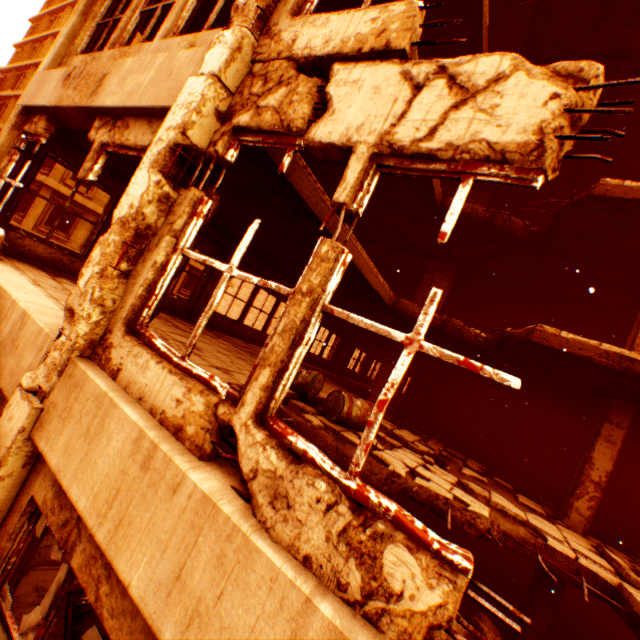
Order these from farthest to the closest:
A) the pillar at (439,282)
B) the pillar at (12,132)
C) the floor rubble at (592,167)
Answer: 1. the pillar at (439,282)
2. the floor rubble at (592,167)
3. the pillar at (12,132)

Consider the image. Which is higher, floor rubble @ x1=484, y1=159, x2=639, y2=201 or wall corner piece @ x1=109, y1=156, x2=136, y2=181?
floor rubble @ x1=484, y1=159, x2=639, y2=201

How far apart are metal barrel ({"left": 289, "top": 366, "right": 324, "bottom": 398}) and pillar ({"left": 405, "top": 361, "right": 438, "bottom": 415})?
10.5 meters

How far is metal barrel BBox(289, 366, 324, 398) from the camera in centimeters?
588cm

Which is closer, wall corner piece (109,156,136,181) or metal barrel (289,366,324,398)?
metal barrel (289,366,324,398)

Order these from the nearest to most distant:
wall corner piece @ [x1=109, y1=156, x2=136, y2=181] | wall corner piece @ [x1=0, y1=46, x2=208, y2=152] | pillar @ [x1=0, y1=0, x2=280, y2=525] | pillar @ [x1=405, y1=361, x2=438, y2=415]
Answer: pillar @ [x1=0, y1=0, x2=280, y2=525] < wall corner piece @ [x1=0, y1=46, x2=208, y2=152] < wall corner piece @ [x1=109, y1=156, x2=136, y2=181] < pillar @ [x1=405, y1=361, x2=438, y2=415]

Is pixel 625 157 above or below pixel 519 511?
above

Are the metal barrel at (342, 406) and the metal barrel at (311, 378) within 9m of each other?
yes
